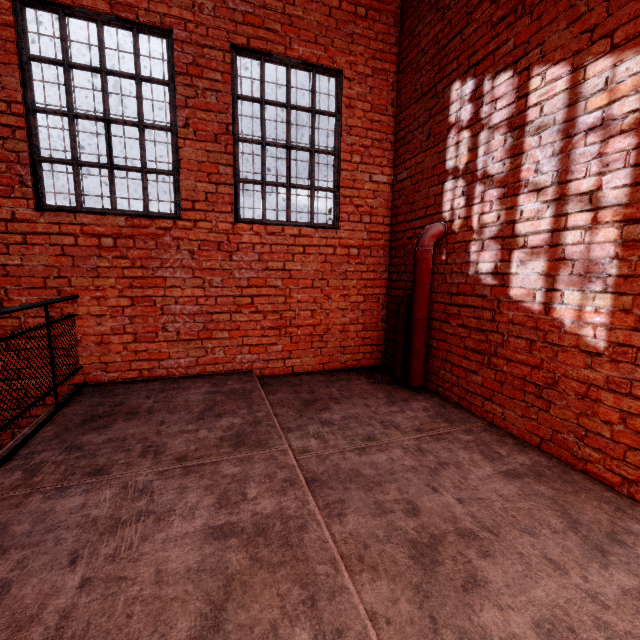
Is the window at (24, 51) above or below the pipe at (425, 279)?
above

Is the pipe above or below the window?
below

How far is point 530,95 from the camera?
2.62m

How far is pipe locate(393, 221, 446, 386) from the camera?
3.55m

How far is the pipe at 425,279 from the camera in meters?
3.6 m
